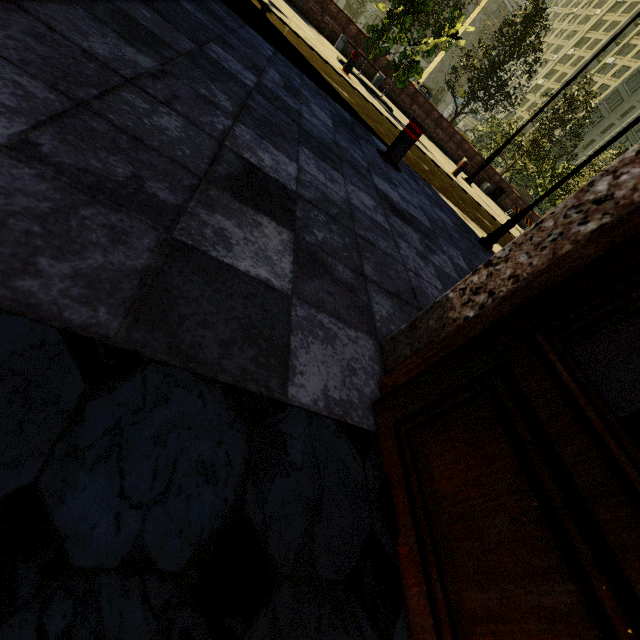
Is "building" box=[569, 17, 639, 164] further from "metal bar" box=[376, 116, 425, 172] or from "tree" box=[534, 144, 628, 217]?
"metal bar" box=[376, 116, 425, 172]

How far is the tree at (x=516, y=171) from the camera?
20.7 meters

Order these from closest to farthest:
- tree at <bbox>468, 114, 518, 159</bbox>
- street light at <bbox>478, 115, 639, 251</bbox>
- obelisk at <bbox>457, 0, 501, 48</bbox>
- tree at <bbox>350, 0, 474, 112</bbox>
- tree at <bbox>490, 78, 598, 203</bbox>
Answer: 1. street light at <bbox>478, 115, 639, 251</bbox>
2. tree at <bbox>350, 0, 474, 112</bbox>
3. tree at <bbox>490, 78, 598, 203</bbox>
4. tree at <bbox>468, 114, 518, 159</bbox>
5. obelisk at <bbox>457, 0, 501, 48</bbox>

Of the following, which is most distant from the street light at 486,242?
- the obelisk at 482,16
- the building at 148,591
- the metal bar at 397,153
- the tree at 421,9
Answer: the obelisk at 482,16

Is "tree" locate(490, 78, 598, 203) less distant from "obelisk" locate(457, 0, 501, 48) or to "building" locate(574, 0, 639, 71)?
"building" locate(574, 0, 639, 71)

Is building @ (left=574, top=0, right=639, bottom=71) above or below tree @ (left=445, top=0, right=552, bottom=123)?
above

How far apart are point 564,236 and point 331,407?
0.77m

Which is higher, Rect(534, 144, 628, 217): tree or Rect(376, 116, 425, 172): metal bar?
Rect(534, 144, 628, 217): tree
